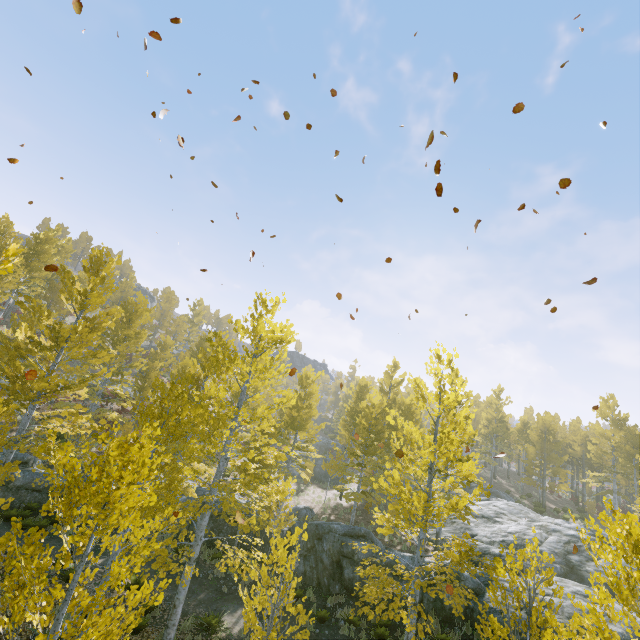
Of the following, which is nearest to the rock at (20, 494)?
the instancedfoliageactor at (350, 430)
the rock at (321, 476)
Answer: the instancedfoliageactor at (350, 430)

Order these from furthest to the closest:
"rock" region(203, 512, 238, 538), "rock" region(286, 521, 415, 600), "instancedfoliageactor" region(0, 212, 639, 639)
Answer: "rock" region(203, 512, 238, 538) < "rock" region(286, 521, 415, 600) < "instancedfoliageactor" region(0, 212, 639, 639)

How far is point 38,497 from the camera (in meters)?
15.96

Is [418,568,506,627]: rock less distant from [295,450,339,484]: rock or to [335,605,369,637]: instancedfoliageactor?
[335,605,369,637]: instancedfoliageactor

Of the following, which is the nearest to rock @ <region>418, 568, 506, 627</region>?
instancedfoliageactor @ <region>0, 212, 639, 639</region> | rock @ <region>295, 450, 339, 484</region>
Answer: instancedfoliageactor @ <region>0, 212, 639, 639</region>

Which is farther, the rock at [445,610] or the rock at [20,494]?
the rock at [20,494]

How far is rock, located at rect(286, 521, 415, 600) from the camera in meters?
13.6 m
